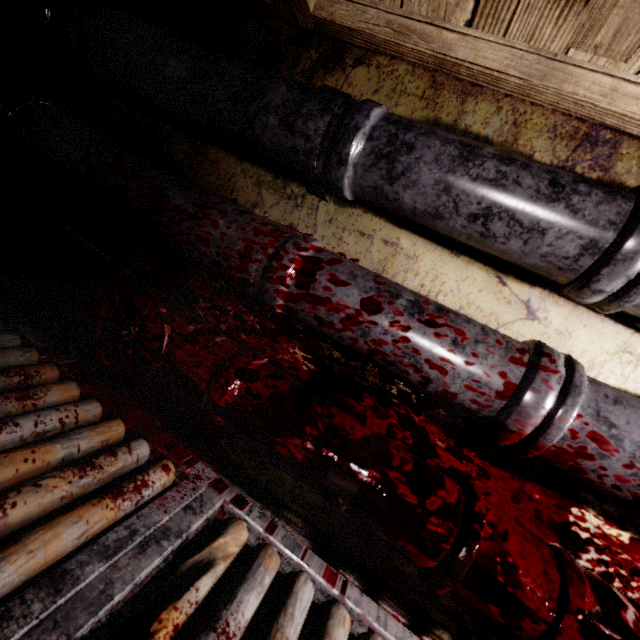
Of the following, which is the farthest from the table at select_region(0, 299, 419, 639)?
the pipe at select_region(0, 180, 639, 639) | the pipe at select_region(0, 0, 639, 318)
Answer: the pipe at select_region(0, 0, 639, 318)

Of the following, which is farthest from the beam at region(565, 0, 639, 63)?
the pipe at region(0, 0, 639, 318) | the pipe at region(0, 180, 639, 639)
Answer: the pipe at region(0, 180, 639, 639)

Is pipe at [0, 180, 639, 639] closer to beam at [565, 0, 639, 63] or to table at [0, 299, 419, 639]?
table at [0, 299, 419, 639]

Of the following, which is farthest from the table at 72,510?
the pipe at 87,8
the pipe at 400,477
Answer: the pipe at 87,8

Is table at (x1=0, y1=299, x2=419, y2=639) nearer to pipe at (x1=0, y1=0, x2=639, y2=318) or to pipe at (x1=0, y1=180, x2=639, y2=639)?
pipe at (x1=0, y1=180, x2=639, y2=639)

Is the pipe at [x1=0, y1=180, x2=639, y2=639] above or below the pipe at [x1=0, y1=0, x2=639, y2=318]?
below

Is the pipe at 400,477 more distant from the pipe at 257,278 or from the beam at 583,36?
the beam at 583,36

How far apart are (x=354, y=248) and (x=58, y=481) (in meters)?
0.81
